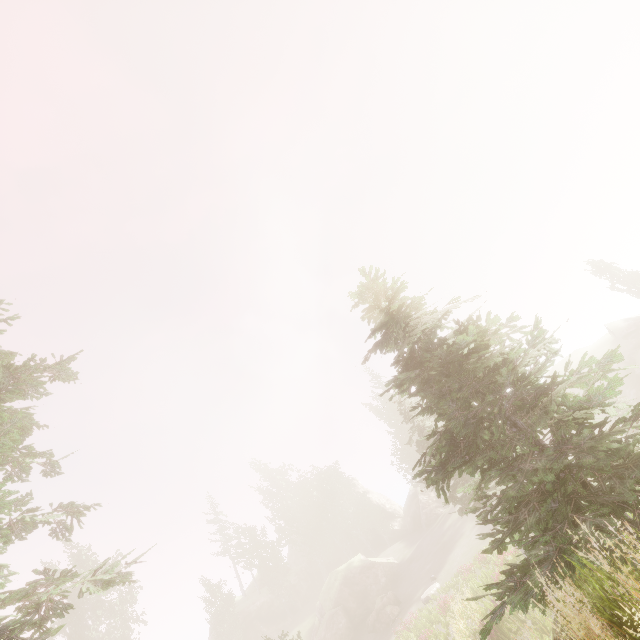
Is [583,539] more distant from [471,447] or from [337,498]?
[337,498]

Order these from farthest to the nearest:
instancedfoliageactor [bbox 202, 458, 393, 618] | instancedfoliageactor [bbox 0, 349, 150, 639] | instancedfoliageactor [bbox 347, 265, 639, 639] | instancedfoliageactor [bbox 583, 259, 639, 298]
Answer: instancedfoliageactor [bbox 202, 458, 393, 618], instancedfoliageactor [bbox 583, 259, 639, 298], instancedfoliageactor [bbox 0, 349, 150, 639], instancedfoliageactor [bbox 347, 265, 639, 639]

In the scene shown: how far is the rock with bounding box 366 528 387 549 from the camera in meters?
51.1 m

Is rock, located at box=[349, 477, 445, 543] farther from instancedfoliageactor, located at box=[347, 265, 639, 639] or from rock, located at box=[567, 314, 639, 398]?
rock, located at box=[567, 314, 639, 398]

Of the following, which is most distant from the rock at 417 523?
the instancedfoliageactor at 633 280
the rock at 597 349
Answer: the rock at 597 349

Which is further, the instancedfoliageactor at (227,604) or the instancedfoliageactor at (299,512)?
the instancedfoliageactor at (299,512)

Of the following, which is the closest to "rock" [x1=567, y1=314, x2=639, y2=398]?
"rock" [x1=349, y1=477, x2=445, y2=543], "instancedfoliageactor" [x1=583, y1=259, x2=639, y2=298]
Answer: "instancedfoliageactor" [x1=583, y1=259, x2=639, y2=298]
